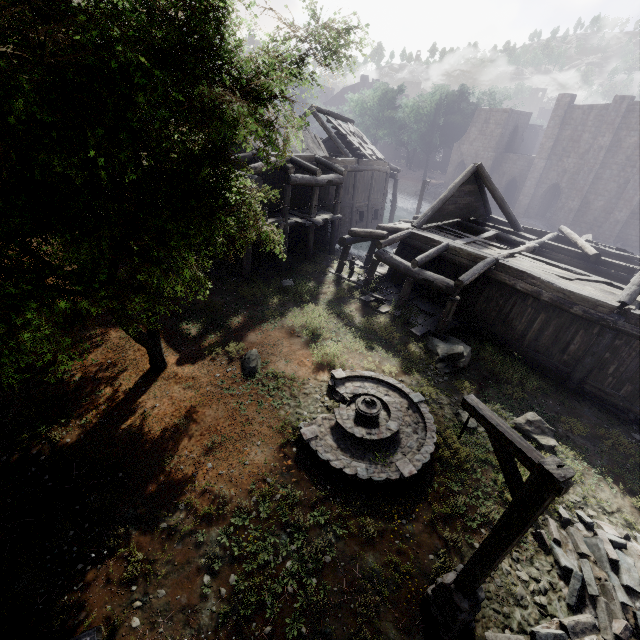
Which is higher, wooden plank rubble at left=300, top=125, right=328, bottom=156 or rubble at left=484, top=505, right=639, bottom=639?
wooden plank rubble at left=300, top=125, right=328, bottom=156

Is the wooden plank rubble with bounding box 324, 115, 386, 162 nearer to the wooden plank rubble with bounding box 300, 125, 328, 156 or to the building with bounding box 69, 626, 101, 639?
the building with bounding box 69, 626, 101, 639

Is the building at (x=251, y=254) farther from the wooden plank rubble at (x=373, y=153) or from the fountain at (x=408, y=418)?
the fountain at (x=408, y=418)

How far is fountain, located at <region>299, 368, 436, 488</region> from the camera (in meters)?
8.35

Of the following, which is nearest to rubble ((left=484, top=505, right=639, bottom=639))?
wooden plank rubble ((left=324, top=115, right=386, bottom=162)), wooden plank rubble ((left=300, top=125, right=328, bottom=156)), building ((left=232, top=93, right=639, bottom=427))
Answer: building ((left=232, top=93, right=639, bottom=427))

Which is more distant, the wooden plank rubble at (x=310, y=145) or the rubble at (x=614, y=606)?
the wooden plank rubble at (x=310, y=145)

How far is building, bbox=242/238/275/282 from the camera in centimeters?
1620cm

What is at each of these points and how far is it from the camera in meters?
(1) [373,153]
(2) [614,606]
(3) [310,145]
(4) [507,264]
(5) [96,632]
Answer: (1) wooden plank rubble, 25.9 m
(2) rubble, 6.6 m
(3) wooden plank rubble, 21.8 m
(4) building, 13.5 m
(5) building, 3.9 m
